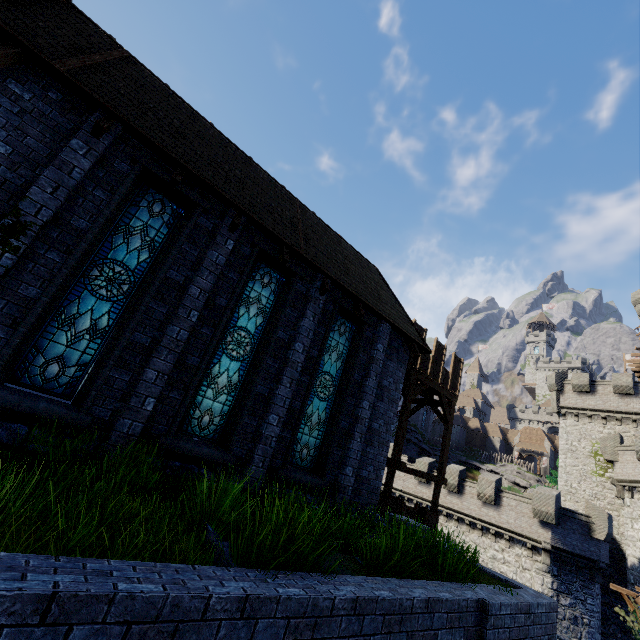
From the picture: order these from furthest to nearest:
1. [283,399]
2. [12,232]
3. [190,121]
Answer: [190,121] → [283,399] → [12,232]

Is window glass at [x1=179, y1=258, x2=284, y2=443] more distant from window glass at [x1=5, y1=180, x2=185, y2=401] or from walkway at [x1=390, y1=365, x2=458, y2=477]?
walkway at [x1=390, y1=365, x2=458, y2=477]

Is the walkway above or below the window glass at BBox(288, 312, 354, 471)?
above

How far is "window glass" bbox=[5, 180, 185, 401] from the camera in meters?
5.7

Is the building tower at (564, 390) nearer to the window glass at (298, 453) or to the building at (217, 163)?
the building at (217, 163)

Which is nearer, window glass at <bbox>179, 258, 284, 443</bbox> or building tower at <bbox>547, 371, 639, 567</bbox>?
window glass at <bbox>179, 258, 284, 443</bbox>

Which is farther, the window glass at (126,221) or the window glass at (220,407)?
the window glass at (220,407)

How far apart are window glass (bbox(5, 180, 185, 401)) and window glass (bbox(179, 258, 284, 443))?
1.8 meters
